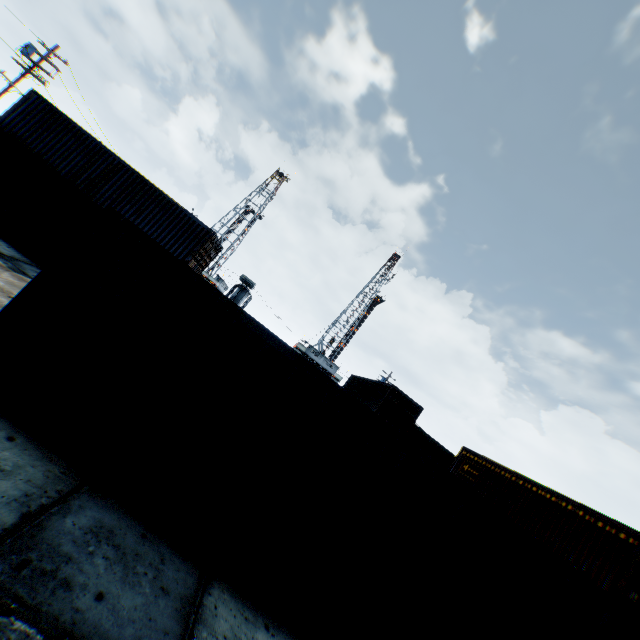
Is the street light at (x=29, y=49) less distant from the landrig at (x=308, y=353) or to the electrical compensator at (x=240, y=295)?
the electrical compensator at (x=240, y=295)

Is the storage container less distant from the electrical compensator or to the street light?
the street light

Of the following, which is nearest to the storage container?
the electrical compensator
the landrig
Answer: the electrical compensator

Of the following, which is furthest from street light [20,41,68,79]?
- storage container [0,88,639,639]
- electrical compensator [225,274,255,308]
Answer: storage container [0,88,639,639]

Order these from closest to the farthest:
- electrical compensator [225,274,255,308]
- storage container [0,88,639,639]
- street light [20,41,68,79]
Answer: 1. storage container [0,88,639,639]
2. street light [20,41,68,79]
3. electrical compensator [225,274,255,308]

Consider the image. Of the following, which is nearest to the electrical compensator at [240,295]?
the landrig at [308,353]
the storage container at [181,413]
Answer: the landrig at [308,353]

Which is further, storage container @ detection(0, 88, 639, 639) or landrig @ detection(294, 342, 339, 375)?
landrig @ detection(294, 342, 339, 375)

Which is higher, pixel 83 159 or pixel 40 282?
pixel 83 159
